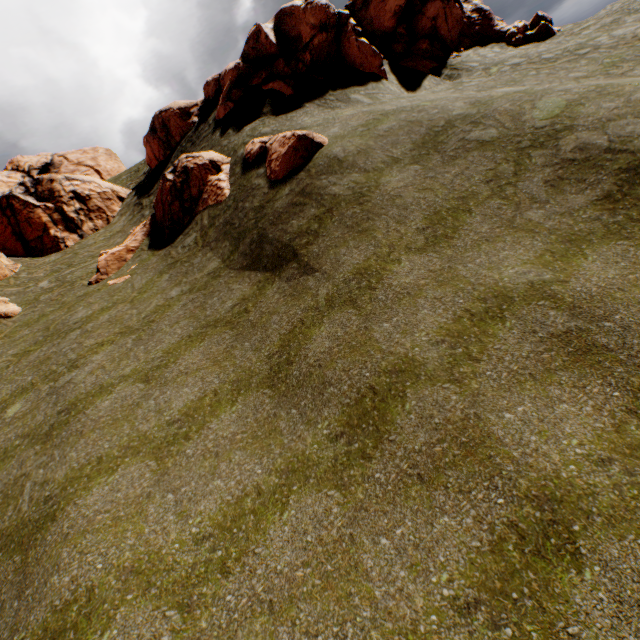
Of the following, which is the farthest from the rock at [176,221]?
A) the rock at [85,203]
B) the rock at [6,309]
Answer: the rock at [85,203]

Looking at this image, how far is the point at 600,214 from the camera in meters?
8.6 m

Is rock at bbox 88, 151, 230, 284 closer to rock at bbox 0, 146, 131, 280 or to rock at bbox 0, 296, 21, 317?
rock at bbox 0, 296, 21, 317

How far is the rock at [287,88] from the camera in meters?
19.2 m

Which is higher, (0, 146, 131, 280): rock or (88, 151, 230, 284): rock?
(0, 146, 131, 280): rock

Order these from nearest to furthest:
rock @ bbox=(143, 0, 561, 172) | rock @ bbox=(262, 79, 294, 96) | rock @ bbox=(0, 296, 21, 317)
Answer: rock @ bbox=(0, 296, 21, 317)
rock @ bbox=(262, 79, 294, 96)
rock @ bbox=(143, 0, 561, 172)

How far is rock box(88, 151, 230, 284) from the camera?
17.2m
